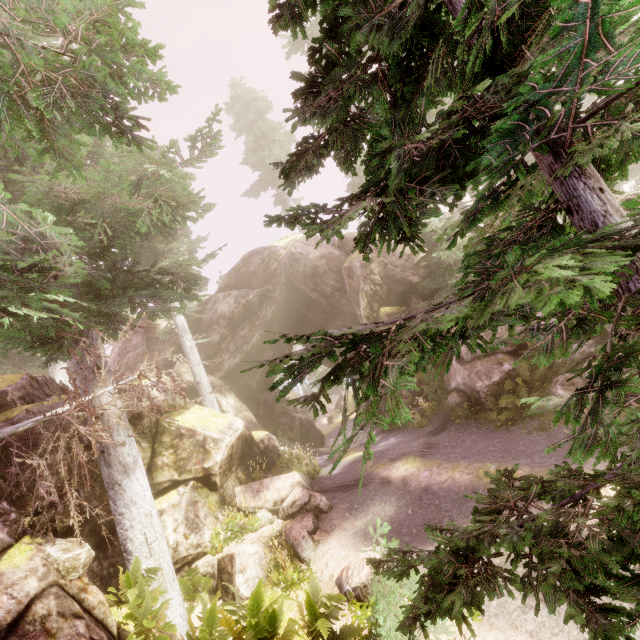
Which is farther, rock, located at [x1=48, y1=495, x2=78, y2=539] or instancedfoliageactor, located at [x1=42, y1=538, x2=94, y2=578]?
rock, located at [x1=48, y1=495, x2=78, y2=539]

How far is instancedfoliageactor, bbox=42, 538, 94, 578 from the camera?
5.64m

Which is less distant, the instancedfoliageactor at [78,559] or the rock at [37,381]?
the instancedfoliageactor at [78,559]

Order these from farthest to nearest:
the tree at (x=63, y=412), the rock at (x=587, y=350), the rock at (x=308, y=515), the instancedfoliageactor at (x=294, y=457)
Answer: the instancedfoliageactor at (x=294, y=457), the rock at (x=587, y=350), the rock at (x=308, y=515), the tree at (x=63, y=412)

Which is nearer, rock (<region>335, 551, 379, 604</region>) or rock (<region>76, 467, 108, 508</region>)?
rock (<region>335, 551, 379, 604</region>)

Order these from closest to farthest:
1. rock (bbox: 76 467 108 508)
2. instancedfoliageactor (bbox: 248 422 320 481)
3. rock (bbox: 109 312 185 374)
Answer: rock (bbox: 76 467 108 508) < instancedfoliageactor (bbox: 248 422 320 481) < rock (bbox: 109 312 185 374)

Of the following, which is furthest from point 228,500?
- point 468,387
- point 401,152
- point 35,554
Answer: point 401,152

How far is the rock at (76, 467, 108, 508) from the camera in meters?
8.8 m
